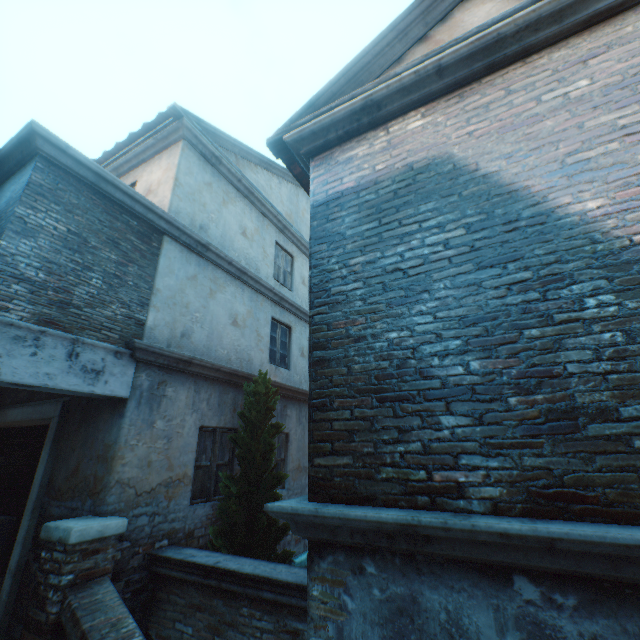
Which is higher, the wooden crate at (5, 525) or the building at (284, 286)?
the building at (284, 286)

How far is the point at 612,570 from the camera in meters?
1.6 m

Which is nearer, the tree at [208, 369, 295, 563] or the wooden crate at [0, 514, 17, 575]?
the tree at [208, 369, 295, 563]

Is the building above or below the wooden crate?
above

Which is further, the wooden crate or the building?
the wooden crate

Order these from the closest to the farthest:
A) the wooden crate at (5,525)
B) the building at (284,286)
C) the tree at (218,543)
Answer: the building at (284,286)
the tree at (218,543)
the wooden crate at (5,525)

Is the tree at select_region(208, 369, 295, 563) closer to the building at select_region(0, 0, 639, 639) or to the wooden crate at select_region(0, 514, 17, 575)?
the wooden crate at select_region(0, 514, 17, 575)
